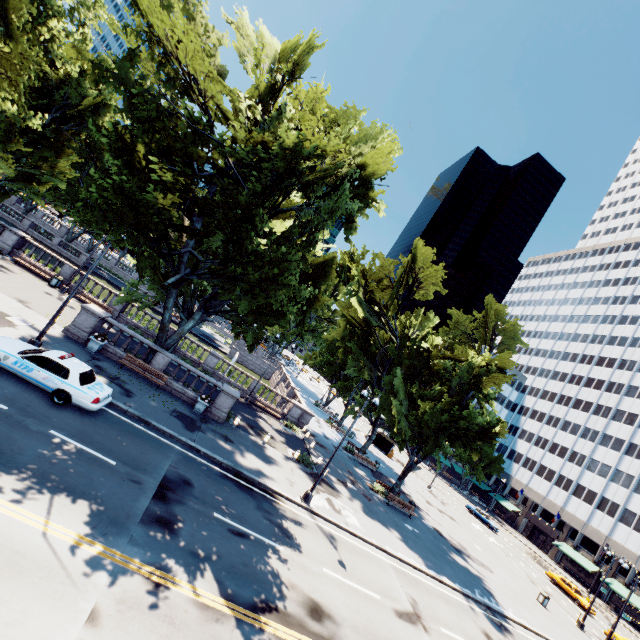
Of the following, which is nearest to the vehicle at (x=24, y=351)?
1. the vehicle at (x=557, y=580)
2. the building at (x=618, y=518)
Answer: the vehicle at (x=557, y=580)

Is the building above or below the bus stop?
above

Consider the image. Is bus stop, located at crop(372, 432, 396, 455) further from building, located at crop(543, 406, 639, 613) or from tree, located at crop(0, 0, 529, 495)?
tree, located at crop(0, 0, 529, 495)

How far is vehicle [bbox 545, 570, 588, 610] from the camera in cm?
3684

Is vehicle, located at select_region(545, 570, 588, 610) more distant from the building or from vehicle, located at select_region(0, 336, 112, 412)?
vehicle, located at select_region(0, 336, 112, 412)

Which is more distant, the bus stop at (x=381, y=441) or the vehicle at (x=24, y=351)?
the bus stop at (x=381, y=441)

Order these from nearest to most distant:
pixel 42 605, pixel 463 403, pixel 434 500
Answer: pixel 42 605 < pixel 463 403 < pixel 434 500
